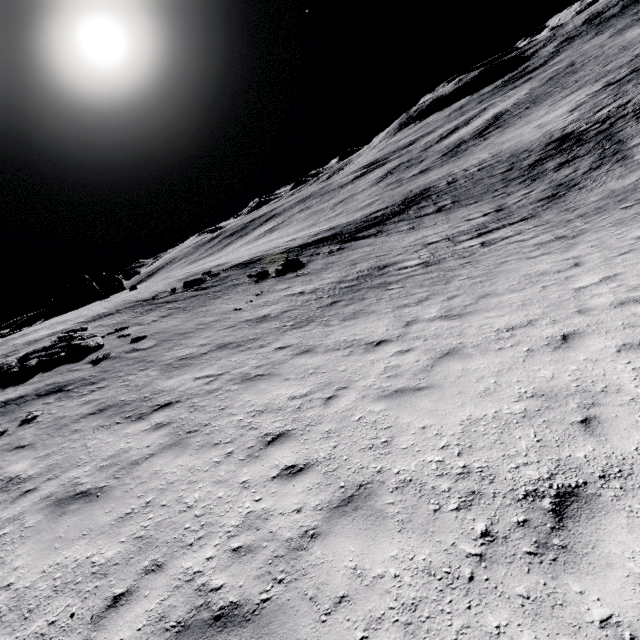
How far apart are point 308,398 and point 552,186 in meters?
24.5 m
